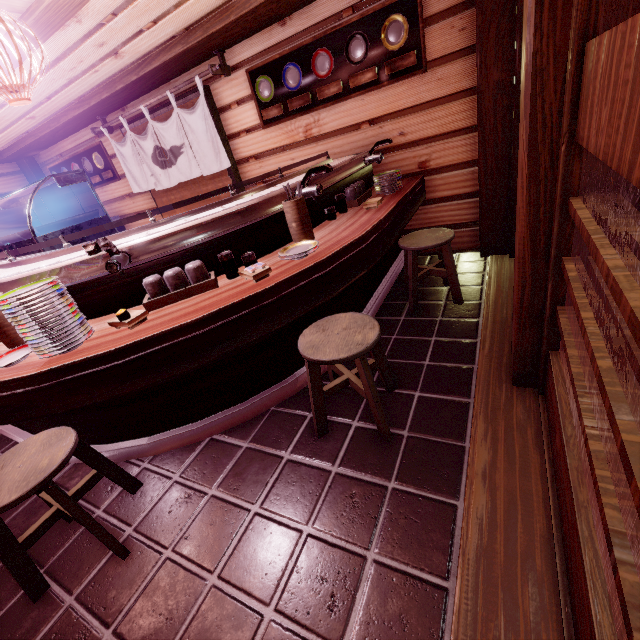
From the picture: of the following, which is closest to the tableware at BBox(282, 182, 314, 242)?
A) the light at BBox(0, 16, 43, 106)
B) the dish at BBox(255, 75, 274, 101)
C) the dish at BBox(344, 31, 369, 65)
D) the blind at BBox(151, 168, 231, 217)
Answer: the light at BBox(0, 16, 43, 106)

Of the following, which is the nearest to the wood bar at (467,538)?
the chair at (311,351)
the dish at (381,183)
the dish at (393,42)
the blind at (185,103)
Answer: the chair at (311,351)

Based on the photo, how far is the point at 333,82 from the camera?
6.48m

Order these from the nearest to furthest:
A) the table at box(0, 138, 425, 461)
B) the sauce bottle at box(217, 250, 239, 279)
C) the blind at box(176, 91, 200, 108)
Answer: the table at box(0, 138, 425, 461) < the sauce bottle at box(217, 250, 239, 279) < the blind at box(176, 91, 200, 108)

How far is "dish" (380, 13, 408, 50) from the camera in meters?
5.5

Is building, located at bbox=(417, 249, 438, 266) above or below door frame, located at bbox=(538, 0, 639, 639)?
below

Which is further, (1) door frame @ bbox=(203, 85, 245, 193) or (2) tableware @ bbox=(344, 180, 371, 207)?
(1) door frame @ bbox=(203, 85, 245, 193)

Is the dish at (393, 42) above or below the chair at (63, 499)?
above
